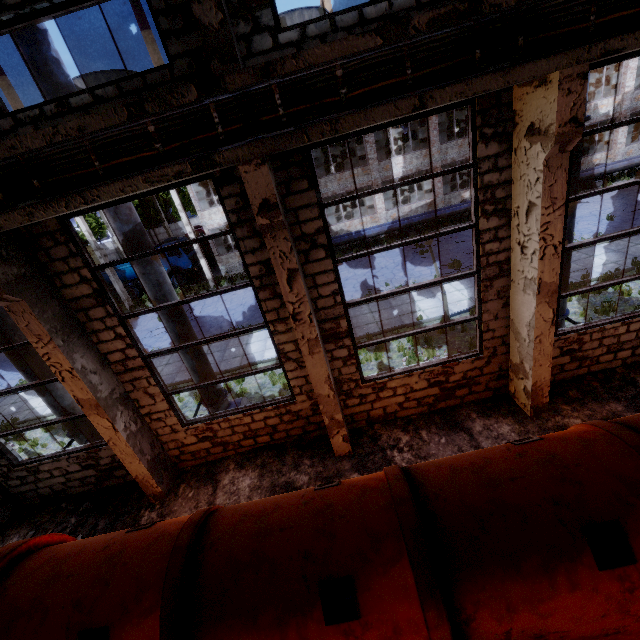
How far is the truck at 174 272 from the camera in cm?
2635

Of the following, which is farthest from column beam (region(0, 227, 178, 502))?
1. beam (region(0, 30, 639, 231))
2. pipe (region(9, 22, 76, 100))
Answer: pipe (region(9, 22, 76, 100))

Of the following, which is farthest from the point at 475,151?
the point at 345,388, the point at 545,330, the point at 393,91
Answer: the point at 345,388

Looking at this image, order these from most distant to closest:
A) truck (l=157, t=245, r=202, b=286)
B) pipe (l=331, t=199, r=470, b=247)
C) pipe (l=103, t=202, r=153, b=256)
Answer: truck (l=157, t=245, r=202, b=286), pipe (l=331, t=199, r=470, b=247), pipe (l=103, t=202, r=153, b=256)

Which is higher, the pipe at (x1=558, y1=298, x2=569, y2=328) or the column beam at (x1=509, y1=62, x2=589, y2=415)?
the pipe at (x1=558, y1=298, x2=569, y2=328)

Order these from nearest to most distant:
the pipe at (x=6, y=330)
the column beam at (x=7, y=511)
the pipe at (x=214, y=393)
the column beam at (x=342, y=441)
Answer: the column beam at (x=342, y=441)
the pipe at (x=6, y=330)
the column beam at (x=7, y=511)
the pipe at (x=214, y=393)

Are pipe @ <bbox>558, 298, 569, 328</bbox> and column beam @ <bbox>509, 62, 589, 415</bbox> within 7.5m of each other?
yes

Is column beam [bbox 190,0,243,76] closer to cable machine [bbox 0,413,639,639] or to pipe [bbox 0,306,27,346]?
pipe [bbox 0,306,27,346]
